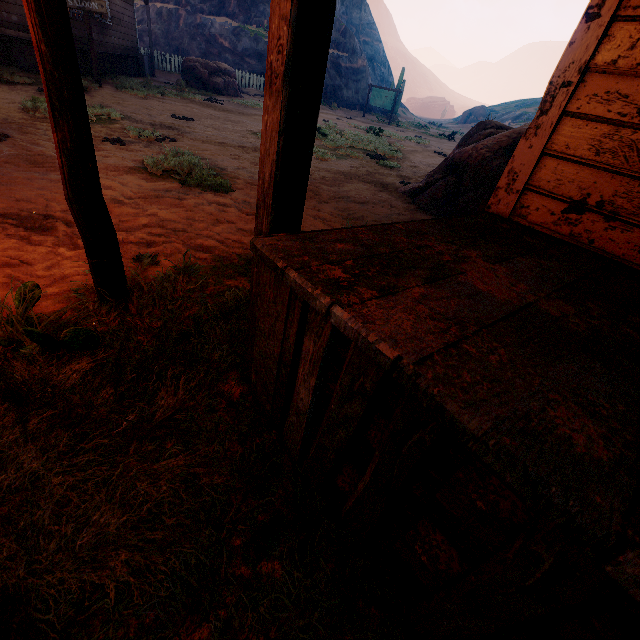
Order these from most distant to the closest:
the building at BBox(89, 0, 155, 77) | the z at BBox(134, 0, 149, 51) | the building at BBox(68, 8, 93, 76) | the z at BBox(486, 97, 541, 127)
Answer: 1. the z at BBox(486, 97, 541, 127)
2. the z at BBox(134, 0, 149, 51)
3. the building at BBox(89, 0, 155, 77)
4. the building at BBox(68, 8, 93, 76)

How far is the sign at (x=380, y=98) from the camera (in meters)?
23.37

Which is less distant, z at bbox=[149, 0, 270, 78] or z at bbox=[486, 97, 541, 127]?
z at bbox=[149, 0, 270, 78]

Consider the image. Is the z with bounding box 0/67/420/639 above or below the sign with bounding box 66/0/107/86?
below

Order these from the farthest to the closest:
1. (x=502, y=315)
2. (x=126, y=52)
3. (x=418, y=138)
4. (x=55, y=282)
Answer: (x=418, y=138) < (x=126, y=52) < (x=55, y=282) < (x=502, y=315)

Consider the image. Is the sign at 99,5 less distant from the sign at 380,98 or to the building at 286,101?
the building at 286,101

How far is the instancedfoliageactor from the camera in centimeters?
1595cm

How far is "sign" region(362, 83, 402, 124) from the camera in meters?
23.4 m
